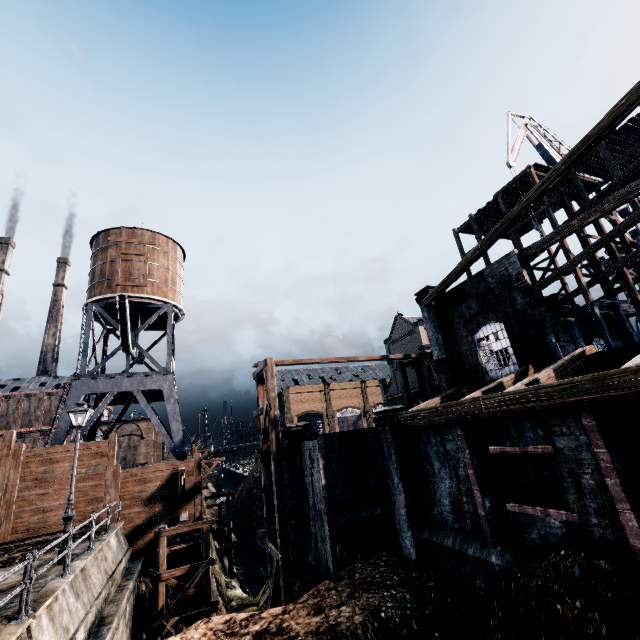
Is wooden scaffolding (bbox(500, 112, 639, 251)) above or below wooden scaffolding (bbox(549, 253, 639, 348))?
above

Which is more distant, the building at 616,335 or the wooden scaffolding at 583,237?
the building at 616,335

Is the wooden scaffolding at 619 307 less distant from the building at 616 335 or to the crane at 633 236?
the building at 616 335

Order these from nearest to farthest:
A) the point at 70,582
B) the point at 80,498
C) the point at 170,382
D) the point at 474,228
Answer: the point at 70,582
the point at 80,498
the point at 170,382
the point at 474,228

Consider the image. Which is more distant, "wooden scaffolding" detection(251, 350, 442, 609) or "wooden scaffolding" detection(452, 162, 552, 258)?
"wooden scaffolding" detection(452, 162, 552, 258)

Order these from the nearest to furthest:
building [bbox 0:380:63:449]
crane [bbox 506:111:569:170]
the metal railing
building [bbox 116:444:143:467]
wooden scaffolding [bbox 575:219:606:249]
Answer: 1. the metal railing
2. wooden scaffolding [bbox 575:219:606:249]
3. crane [bbox 506:111:569:170]
4. building [bbox 0:380:63:449]
5. building [bbox 116:444:143:467]

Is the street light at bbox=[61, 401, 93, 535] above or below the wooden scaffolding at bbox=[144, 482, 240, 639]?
above

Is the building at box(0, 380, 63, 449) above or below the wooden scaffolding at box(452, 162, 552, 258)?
below
